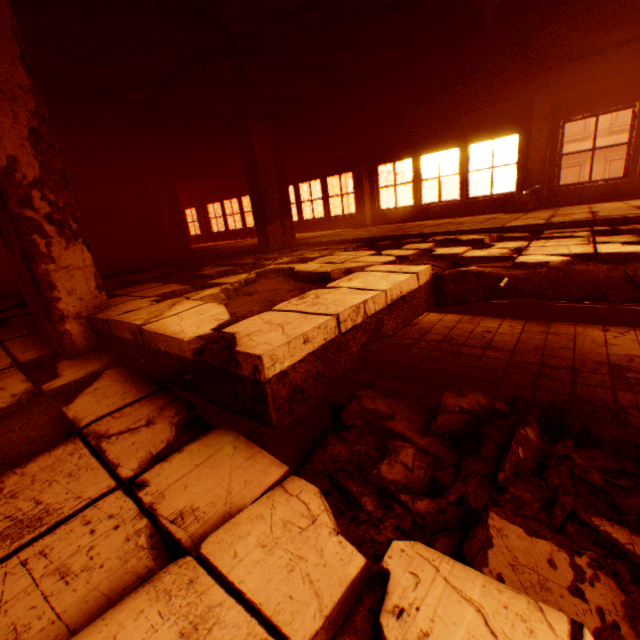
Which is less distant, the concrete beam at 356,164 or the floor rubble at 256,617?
the floor rubble at 256,617

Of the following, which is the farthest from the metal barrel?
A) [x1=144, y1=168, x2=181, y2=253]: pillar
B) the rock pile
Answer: [x1=144, y1=168, x2=181, y2=253]: pillar

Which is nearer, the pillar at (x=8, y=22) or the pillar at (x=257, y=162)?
the pillar at (x=8, y=22)

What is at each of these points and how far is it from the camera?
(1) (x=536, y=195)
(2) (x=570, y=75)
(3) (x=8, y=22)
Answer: (1) metal barrel, 7.80m
(2) floor rubble, 6.33m
(3) pillar, 2.06m

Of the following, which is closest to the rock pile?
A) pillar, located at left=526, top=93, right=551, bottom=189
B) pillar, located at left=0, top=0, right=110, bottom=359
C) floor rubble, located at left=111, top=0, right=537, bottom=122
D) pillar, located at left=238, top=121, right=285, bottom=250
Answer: pillar, located at left=0, top=0, right=110, bottom=359

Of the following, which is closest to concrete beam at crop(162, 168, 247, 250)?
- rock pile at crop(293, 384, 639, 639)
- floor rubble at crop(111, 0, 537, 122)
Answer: floor rubble at crop(111, 0, 537, 122)

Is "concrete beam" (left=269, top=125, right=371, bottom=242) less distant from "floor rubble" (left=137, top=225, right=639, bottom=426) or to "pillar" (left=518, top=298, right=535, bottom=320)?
"floor rubble" (left=137, top=225, right=639, bottom=426)

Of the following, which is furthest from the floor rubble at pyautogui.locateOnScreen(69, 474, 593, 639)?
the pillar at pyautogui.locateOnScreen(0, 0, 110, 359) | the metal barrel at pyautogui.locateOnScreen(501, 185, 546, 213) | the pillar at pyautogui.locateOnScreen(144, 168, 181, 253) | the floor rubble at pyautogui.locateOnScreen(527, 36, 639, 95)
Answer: the pillar at pyautogui.locateOnScreen(144, 168, 181, 253)
